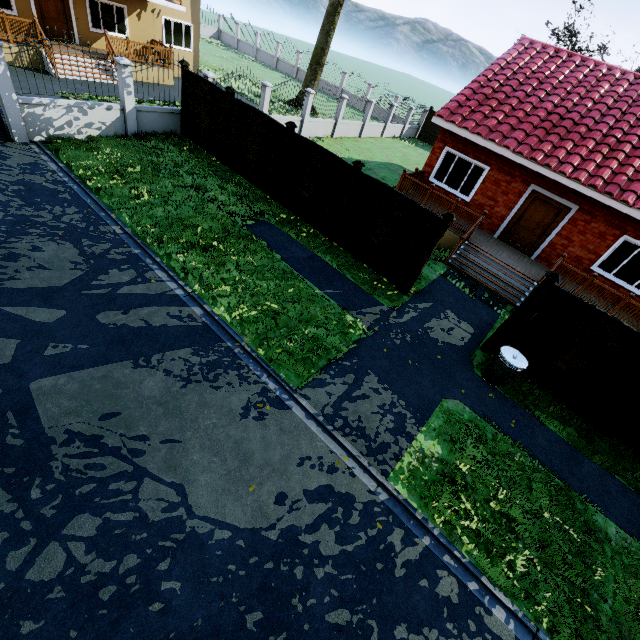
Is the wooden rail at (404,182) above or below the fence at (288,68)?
above

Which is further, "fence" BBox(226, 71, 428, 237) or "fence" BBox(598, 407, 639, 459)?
"fence" BBox(226, 71, 428, 237)

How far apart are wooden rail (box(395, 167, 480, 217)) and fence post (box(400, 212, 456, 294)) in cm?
427

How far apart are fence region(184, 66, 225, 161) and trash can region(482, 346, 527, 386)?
11.8 meters

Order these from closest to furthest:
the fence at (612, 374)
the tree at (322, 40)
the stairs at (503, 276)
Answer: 1. the fence at (612, 374)
2. the stairs at (503, 276)
3. the tree at (322, 40)

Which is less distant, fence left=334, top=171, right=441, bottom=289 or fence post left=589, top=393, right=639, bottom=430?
fence post left=589, top=393, right=639, bottom=430

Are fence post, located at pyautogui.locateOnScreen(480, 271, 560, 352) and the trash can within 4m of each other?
yes

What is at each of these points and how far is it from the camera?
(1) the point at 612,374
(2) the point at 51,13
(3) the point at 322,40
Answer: (1) fence, 7.1 meters
(2) door, 15.6 meters
(3) tree, 22.0 meters
